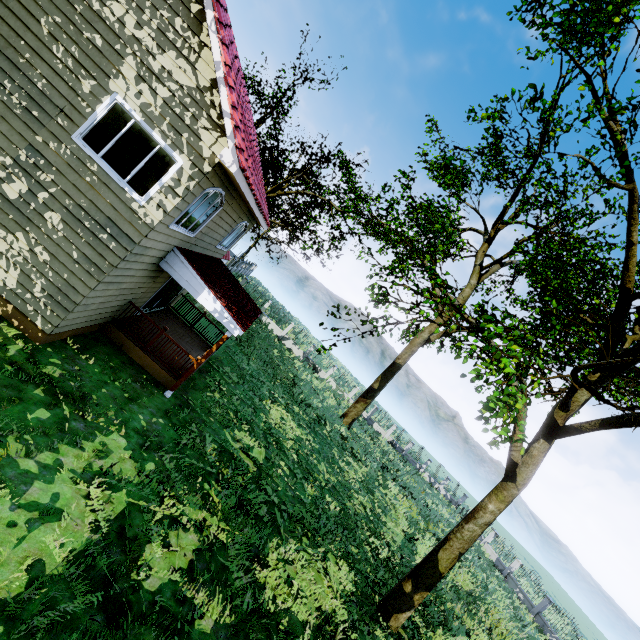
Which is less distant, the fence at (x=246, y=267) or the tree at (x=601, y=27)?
the tree at (x=601, y=27)

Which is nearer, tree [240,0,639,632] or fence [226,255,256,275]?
tree [240,0,639,632]

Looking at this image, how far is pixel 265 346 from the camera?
24.6m

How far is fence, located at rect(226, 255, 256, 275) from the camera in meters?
36.7 m

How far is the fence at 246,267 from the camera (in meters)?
36.69
